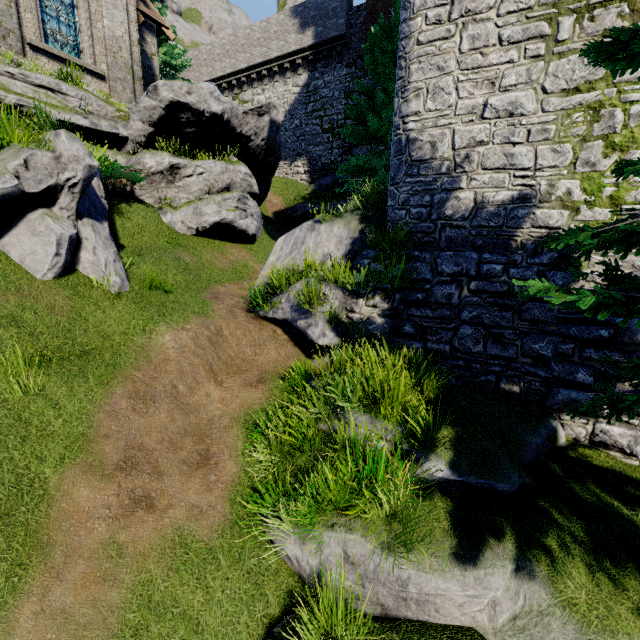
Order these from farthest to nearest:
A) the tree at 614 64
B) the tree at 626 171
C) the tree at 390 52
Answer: the tree at 390 52 → the tree at 626 171 → the tree at 614 64

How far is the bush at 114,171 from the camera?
9.1 meters

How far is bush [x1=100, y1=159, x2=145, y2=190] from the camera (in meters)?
9.14

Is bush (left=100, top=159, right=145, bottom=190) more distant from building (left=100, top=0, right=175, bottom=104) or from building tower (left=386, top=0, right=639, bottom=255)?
building tower (left=386, top=0, right=639, bottom=255)

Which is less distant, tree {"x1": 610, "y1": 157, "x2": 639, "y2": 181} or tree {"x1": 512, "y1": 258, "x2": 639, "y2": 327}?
tree {"x1": 512, "y1": 258, "x2": 639, "y2": 327}

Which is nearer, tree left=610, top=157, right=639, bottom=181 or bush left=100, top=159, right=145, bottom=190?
tree left=610, top=157, right=639, bottom=181

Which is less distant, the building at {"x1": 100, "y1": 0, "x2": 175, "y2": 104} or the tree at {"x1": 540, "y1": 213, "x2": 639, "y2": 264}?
the tree at {"x1": 540, "y1": 213, "x2": 639, "y2": 264}

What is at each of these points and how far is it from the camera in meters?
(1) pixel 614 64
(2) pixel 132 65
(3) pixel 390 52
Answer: (1) tree, 3.0
(2) building, 14.1
(3) tree, 13.4
